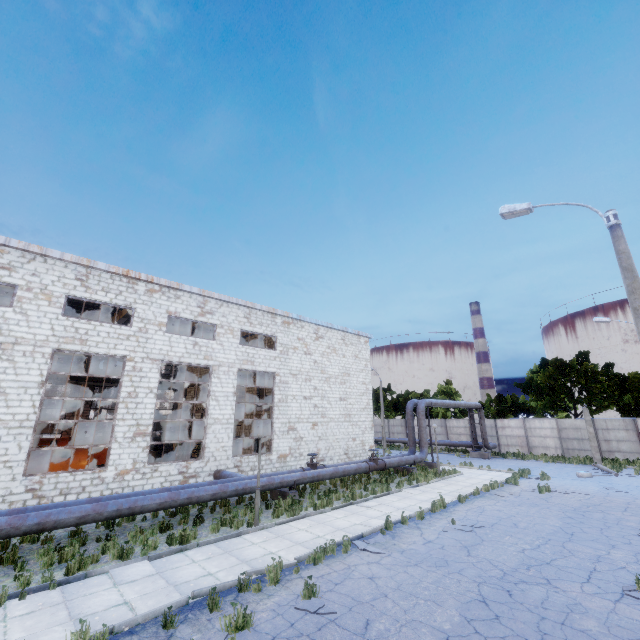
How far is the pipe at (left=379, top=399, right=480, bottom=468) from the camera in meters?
22.3

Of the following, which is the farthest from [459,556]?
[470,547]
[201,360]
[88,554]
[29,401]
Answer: [29,401]

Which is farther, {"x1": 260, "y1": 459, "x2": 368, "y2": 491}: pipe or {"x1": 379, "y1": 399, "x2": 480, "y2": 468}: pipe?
{"x1": 379, "y1": 399, "x2": 480, "y2": 468}: pipe

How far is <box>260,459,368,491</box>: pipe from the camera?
15.0m

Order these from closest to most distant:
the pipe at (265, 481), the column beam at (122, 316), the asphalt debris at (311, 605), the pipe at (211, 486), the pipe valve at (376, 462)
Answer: the asphalt debris at (311, 605), the pipe at (211, 486), the pipe at (265, 481), the pipe valve at (376, 462), the column beam at (122, 316)

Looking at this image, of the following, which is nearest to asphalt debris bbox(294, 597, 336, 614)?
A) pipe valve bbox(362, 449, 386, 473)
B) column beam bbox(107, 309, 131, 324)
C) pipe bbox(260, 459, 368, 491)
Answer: pipe bbox(260, 459, 368, 491)

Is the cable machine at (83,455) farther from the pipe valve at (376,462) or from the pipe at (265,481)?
the pipe valve at (376,462)

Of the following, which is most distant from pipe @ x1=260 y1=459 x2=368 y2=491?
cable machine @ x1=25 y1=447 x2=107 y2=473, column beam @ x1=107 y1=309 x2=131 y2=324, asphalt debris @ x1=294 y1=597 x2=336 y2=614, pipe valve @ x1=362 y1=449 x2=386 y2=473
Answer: column beam @ x1=107 y1=309 x2=131 y2=324
